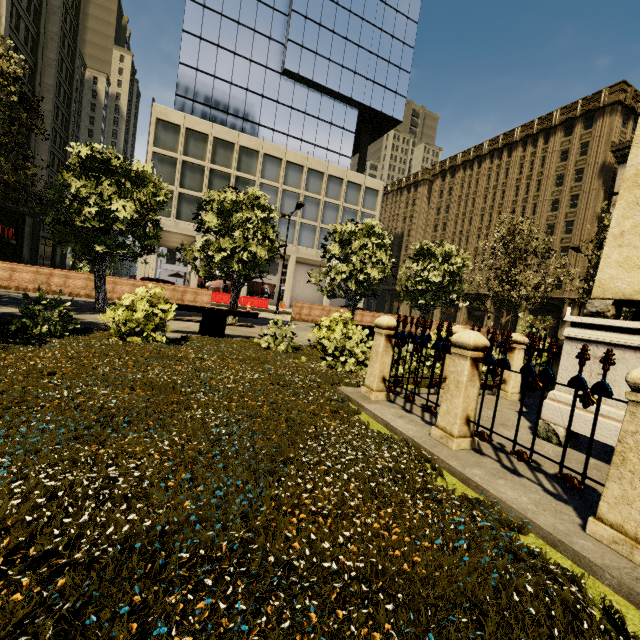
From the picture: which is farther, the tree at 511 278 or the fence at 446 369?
the tree at 511 278

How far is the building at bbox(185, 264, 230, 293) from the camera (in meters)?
32.19

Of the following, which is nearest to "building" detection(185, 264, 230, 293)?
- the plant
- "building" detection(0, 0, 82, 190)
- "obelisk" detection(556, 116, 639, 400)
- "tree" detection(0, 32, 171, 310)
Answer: "building" detection(0, 0, 82, 190)

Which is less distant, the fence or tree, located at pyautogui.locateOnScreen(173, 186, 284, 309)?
the fence

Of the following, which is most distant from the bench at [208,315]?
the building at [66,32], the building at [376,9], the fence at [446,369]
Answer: the building at [66,32]

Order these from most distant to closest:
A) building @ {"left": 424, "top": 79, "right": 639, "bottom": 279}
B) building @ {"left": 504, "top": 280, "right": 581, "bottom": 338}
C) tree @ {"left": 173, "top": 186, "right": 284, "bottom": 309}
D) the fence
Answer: building @ {"left": 504, "top": 280, "right": 581, "bottom": 338}, building @ {"left": 424, "top": 79, "right": 639, "bottom": 279}, tree @ {"left": 173, "top": 186, "right": 284, "bottom": 309}, the fence

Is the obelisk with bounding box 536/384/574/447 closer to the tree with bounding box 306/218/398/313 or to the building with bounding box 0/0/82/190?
the tree with bounding box 306/218/398/313

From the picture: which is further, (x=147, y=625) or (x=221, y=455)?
(x=221, y=455)
